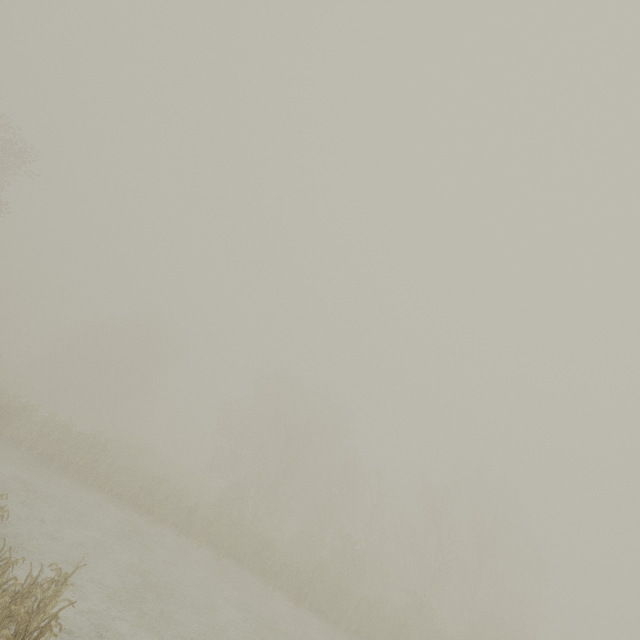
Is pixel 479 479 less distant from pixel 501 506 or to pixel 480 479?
pixel 480 479
